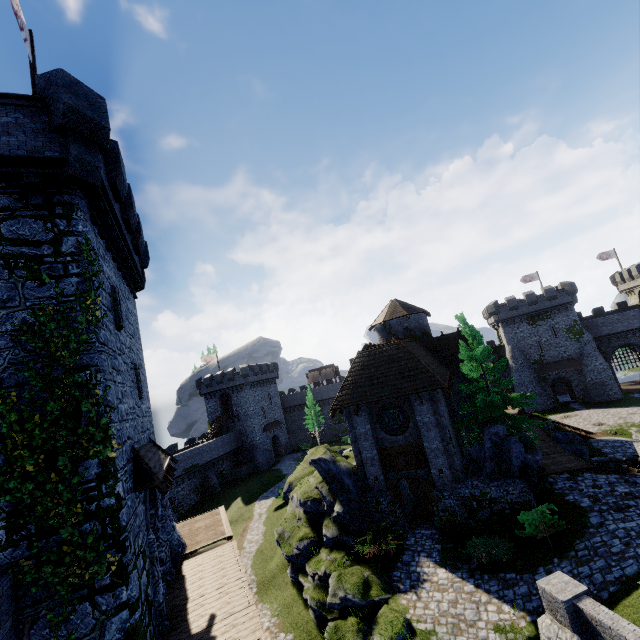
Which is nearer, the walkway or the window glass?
the walkway

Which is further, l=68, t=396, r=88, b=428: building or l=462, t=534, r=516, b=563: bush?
l=462, t=534, r=516, b=563: bush

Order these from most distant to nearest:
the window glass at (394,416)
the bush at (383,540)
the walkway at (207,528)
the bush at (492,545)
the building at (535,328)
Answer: the building at (535,328) < the window glass at (394,416) < the bush at (383,540) < the bush at (492,545) < the walkway at (207,528)

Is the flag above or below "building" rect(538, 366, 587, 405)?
above

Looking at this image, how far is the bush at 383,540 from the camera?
15.9m

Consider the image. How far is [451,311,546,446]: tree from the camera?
18.6m

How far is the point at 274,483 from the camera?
42.1m

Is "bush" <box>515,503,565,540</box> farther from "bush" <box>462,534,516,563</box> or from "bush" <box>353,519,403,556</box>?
"bush" <box>353,519,403,556</box>
